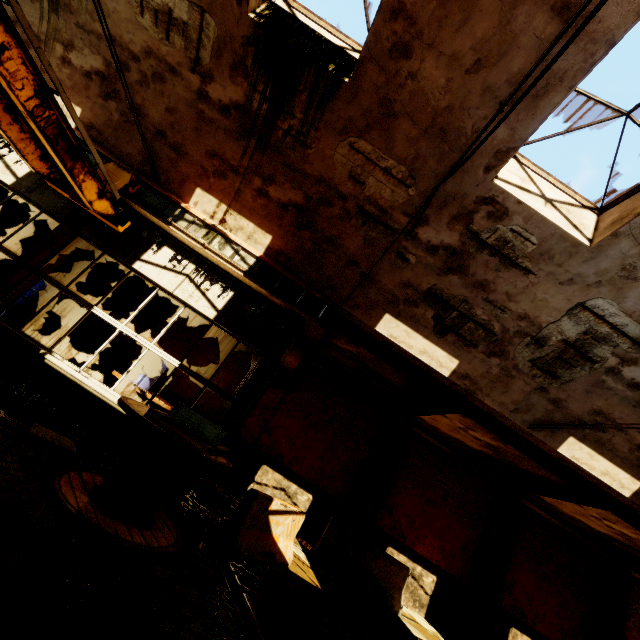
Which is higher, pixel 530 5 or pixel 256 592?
pixel 530 5

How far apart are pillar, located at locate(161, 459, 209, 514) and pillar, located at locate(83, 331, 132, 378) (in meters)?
6.11

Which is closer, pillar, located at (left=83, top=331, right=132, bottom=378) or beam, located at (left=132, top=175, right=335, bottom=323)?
beam, located at (left=132, top=175, right=335, bottom=323)

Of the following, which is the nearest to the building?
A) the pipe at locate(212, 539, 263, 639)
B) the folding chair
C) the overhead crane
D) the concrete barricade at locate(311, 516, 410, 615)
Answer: the overhead crane

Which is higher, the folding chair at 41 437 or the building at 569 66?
the building at 569 66

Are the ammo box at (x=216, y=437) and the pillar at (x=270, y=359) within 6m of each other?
yes

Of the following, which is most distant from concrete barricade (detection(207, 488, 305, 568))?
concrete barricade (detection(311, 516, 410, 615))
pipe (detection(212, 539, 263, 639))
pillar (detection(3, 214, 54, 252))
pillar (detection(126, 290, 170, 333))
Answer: pillar (detection(3, 214, 54, 252))

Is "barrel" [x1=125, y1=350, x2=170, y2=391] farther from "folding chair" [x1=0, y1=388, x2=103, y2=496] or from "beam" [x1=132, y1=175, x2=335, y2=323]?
"folding chair" [x1=0, y1=388, x2=103, y2=496]
